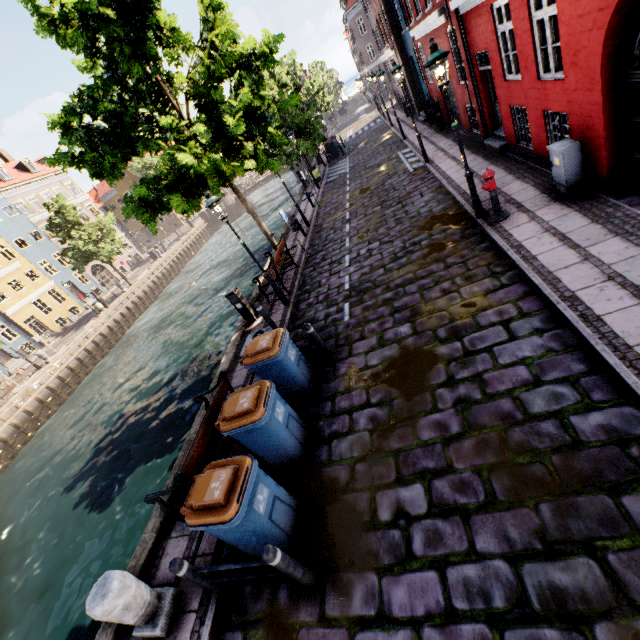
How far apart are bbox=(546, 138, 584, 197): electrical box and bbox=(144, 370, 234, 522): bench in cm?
805

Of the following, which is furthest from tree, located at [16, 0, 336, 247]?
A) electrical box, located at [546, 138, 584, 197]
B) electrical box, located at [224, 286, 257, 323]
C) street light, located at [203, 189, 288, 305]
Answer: electrical box, located at [546, 138, 584, 197]

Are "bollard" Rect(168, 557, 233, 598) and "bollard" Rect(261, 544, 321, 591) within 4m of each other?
yes

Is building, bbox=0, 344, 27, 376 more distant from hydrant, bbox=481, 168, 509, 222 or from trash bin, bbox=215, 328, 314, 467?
hydrant, bbox=481, 168, 509, 222

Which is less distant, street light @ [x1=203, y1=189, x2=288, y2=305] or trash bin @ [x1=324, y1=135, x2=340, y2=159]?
street light @ [x1=203, y1=189, x2=288, y2=305]

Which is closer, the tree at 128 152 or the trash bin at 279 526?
the trash bin at 279 526

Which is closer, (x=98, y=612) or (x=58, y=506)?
(x=98, y=612)

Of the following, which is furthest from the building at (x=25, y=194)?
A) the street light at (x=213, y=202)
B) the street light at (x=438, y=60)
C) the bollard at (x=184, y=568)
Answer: the street light at (x=438, y=60)
